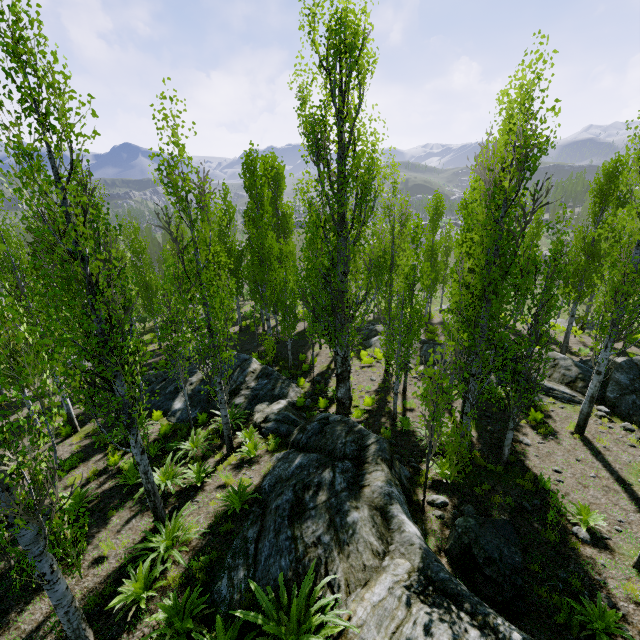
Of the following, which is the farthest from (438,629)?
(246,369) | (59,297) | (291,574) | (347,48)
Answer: (59,297)

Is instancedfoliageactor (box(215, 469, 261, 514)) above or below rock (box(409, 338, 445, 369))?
above

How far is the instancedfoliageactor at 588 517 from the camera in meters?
7.7

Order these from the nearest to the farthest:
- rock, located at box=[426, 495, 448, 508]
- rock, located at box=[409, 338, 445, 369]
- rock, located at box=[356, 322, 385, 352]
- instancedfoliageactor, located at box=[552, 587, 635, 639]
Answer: instancedfoliageactor, located at box=[552, 587, 635, 639] < rock, located at box=[426, 495, 448, 508] < rock, located at box=[409, 338, 445, 369] < rock, located at box=[356, 322, 385, 352]

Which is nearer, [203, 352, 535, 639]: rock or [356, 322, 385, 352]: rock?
[203, 352, 535, 639]: rock

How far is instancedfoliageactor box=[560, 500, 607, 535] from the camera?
7.7 meters

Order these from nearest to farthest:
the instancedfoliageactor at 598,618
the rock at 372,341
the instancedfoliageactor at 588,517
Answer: the instancedfoliageactor at 598,618
the instancedfoliageactor at 588,517
the rock at 372,341

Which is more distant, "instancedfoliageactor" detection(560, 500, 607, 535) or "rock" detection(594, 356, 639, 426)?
"rock" detection(594, 356, 639, 426)
